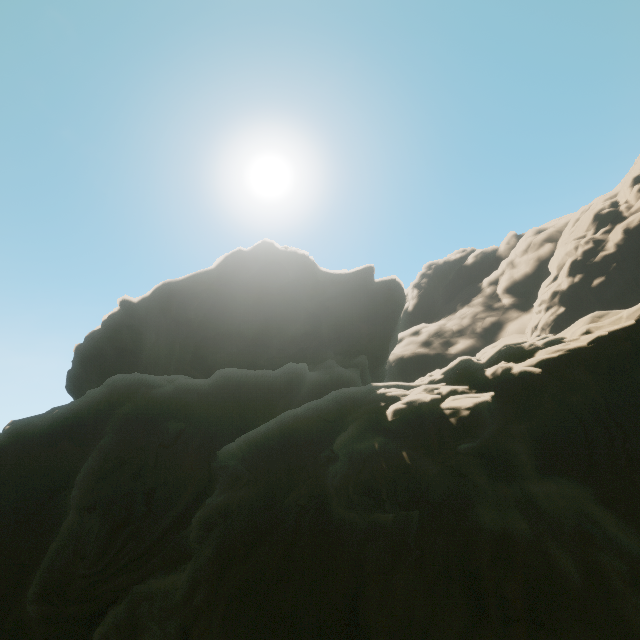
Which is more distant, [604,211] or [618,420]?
[604,211]
